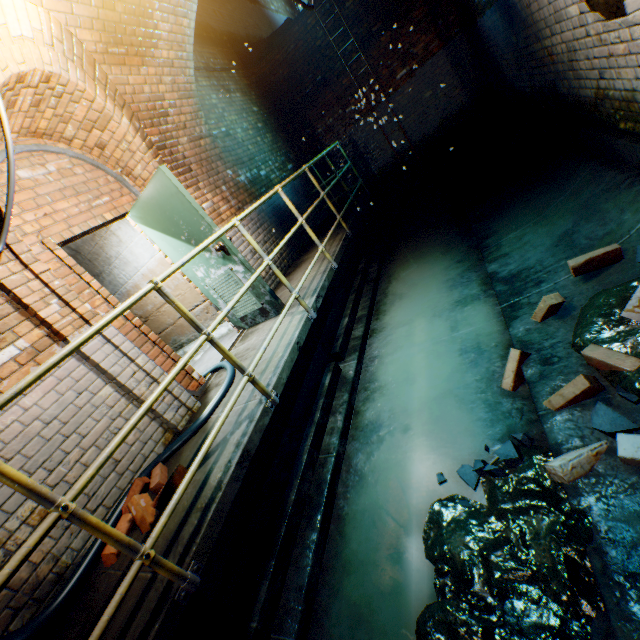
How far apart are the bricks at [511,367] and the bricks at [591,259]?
0.8m

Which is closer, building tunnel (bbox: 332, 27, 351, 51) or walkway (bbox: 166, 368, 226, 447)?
walkway (bbox: 166, 368, 226, 447)

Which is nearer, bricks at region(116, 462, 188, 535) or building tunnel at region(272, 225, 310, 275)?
bricks at region(116, 462, 188, 535)

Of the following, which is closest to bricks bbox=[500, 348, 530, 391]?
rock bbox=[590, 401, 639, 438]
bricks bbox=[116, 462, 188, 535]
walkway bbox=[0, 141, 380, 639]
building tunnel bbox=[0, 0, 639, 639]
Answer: building tunnel bbox=[0, 0, 639, 639]

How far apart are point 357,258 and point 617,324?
4.4m

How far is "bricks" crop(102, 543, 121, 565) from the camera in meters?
2.2

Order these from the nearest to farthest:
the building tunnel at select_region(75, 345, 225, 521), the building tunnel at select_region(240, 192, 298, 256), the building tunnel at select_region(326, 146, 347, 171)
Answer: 1. the building tunnel at select_region(75, 345, 225, 521)
2. the building tunnel at select_region(240, 192, 298, 256)
3. the building tunnel at select_region(326, 146, 347, 171)

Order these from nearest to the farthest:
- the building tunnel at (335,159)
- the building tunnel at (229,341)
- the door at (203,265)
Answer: the door at (203,265)
the building tunnel at (229,341)
the building tunnel at (335,159)
